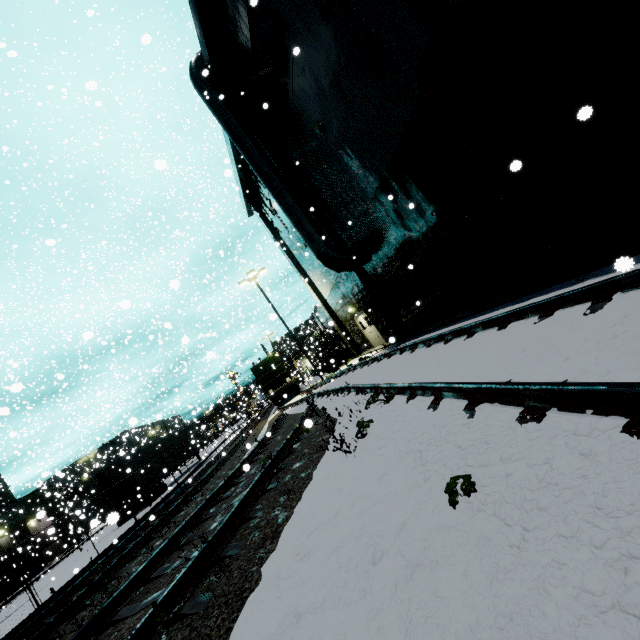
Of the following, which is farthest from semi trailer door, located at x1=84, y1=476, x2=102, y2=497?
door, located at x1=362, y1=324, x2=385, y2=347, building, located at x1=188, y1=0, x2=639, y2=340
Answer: door, located at x1=362, y1=324, x2=385, y2=347

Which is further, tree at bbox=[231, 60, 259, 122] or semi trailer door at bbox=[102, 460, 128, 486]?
semi trailer door at bbox=[102, 460, 128, 486]

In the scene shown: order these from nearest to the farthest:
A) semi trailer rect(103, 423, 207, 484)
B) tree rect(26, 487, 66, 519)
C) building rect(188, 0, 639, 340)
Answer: building rect(188, 0, 639, 340) → semi trailer rect(103, 423, 207, 484) → tree rect(26, 487, 66, 519)

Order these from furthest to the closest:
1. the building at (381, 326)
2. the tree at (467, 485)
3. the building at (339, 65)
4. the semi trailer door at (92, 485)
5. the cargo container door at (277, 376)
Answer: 1. the cargo container door at (277, 376)
2. the semi trailer door at (92, 485)
3. the building at (381, 326)
4. the building at (339, 65)
5. the tree at (467, 485)

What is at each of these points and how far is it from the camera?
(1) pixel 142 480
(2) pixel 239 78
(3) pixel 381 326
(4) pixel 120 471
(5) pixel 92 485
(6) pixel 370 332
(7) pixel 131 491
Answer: (1) semi trailer, 21.59m
(2) tree, 14.88m
(3) building, 17.95m
(4) semi trailer door, 20.84m
(5) semi trailer door, 20.33m
(6) door, 20.58m
(7) semi trailer door, 20.69m

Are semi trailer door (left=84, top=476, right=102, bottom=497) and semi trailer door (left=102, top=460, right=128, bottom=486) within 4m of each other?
yes

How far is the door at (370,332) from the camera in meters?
19.4 m

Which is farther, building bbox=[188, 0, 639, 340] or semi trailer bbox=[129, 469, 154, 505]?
semi trailer bbox=[129, 469, 154, 505]
